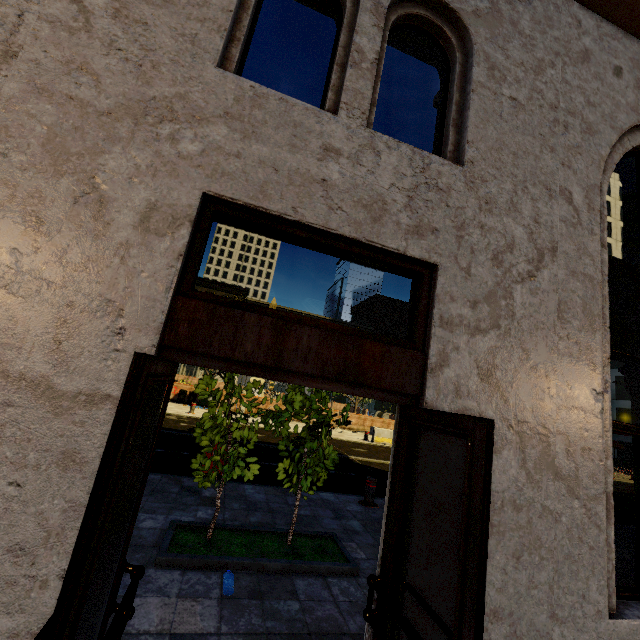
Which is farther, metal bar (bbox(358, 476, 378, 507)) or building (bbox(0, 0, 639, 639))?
metal bar (bbox(358, 476, 378, 507))

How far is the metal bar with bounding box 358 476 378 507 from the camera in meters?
7.1 m

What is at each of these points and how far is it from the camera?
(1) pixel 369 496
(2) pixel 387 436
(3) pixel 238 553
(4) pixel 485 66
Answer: (1) metal bar, 7.1 meters
(2) cement barricade, 18.9 meters
(3) tree, 4.0 meters
(4) building, 2.9 meters

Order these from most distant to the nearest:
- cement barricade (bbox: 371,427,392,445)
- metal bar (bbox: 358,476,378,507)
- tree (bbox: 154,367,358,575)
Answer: cement barricade (bbox: 371,427,392,445), metal bar (bbox: 358,476,378,507), tree (bbox: 154,367,358,575)

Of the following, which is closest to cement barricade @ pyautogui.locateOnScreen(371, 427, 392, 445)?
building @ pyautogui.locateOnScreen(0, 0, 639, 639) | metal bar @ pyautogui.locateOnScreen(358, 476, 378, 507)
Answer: metal bar @ pyautogui.locateOnScreen(358, 476, 378, 507)

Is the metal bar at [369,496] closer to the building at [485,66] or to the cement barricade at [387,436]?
the building at [485,66]

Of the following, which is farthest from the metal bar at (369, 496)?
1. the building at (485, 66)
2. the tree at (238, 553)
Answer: the building at (485, 66)

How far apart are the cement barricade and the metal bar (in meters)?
Answer: 11.65
